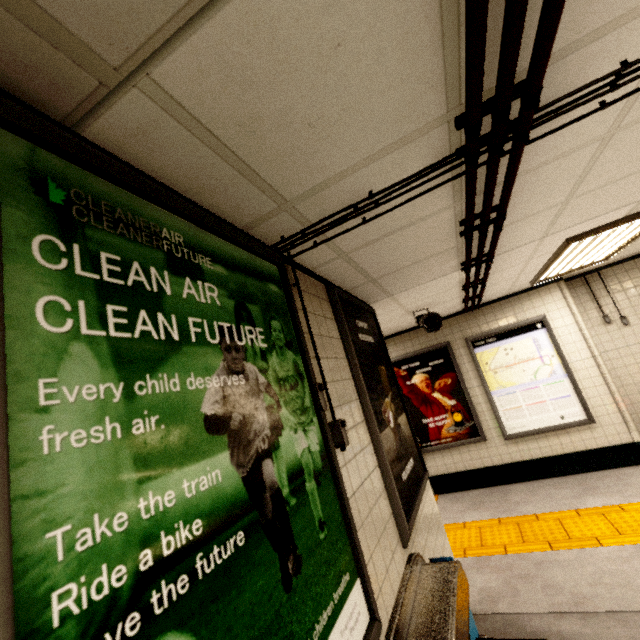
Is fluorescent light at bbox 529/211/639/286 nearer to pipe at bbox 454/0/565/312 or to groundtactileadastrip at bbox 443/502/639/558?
pipe at bbox 454/0/565/312

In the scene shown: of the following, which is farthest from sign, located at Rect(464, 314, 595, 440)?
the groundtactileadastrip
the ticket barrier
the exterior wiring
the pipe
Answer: the exterior wiring

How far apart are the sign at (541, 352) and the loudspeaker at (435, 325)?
1.5m

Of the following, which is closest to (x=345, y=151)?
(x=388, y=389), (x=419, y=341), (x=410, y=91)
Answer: (x=410, y=91)

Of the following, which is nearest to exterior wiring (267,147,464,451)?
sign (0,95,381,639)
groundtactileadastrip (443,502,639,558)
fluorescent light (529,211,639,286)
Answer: sign (0,95,381,639)

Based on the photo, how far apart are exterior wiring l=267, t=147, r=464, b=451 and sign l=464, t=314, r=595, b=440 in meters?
4.8 m

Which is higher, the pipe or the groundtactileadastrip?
the pipe

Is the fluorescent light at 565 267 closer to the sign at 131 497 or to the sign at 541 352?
the sign at 541 352
